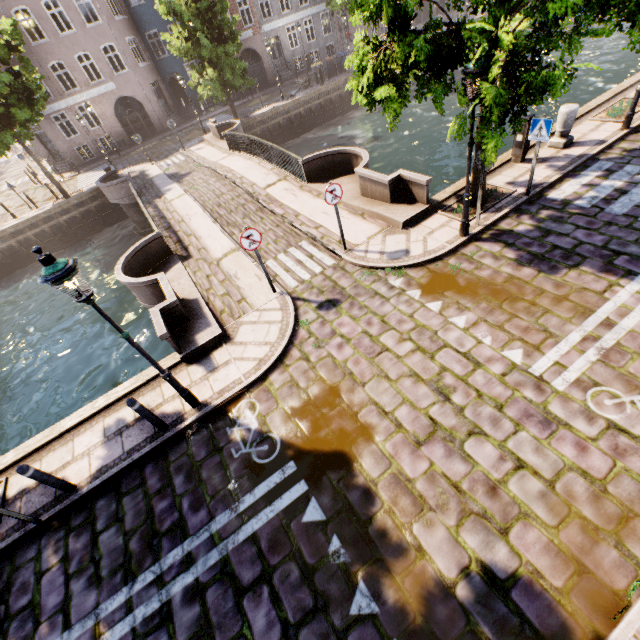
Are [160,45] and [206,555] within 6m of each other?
no

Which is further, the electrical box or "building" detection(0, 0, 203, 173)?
"building" detection(0, 0, 203, 173)

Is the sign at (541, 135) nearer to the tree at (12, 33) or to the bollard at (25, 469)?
the tree at (12, 33)

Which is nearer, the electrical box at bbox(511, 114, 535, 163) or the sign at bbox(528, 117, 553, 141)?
the sign at bbox(528, 117, 553, 141)

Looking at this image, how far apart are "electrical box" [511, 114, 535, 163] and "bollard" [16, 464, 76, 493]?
14.1 meters

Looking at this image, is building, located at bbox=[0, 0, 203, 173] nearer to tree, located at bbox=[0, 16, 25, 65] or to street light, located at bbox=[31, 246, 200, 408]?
tree, located at bbox=[0, 16, 25, 65]

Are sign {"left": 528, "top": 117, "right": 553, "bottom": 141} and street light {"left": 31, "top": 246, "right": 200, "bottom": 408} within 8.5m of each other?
no

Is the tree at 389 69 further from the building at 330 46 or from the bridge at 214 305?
the building at 330 46
